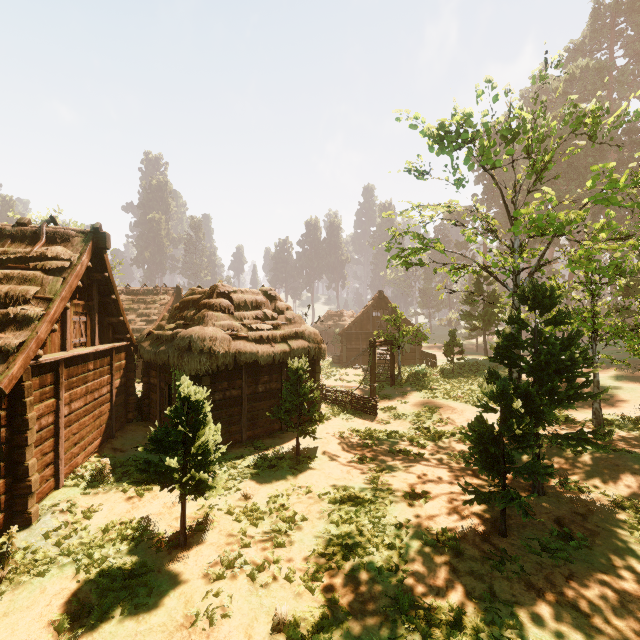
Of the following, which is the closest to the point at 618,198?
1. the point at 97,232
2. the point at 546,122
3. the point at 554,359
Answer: the point at 546,122

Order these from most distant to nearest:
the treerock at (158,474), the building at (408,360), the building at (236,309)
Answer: the building at (408,360), the building at (236,309), the treerock at (158,474)

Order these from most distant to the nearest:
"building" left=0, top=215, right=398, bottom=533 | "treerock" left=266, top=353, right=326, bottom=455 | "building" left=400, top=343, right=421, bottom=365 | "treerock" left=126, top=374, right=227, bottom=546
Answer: "building" left=400, top=343, right=421, bottom=365
"treerock" left=266, top=353, right=326, bottom=455
"building" left=0, top=215, right=398, bottom=533
"treerock" left=126, top=374, right=227, bottom=546

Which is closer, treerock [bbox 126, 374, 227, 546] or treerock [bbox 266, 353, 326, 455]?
treerock [bbox 126, 374, 227, 546]

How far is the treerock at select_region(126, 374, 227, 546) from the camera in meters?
6.7

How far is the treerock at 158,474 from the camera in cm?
671

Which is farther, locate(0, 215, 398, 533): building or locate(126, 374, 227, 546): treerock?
locate(0, 215, 398, 533): building
